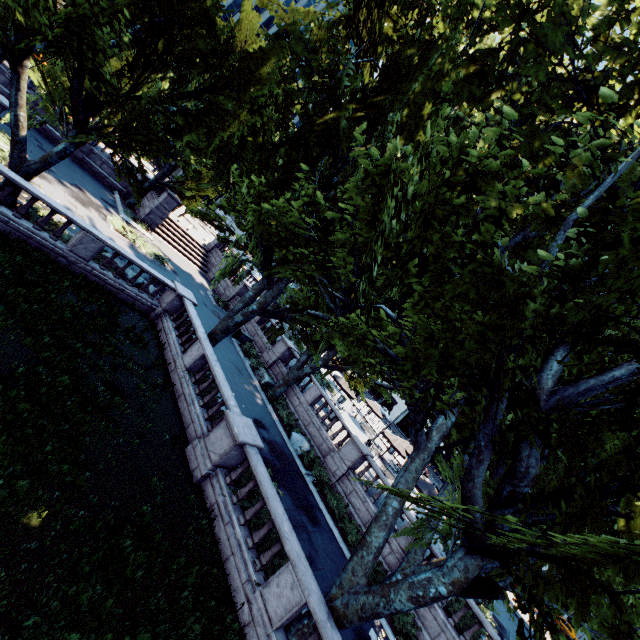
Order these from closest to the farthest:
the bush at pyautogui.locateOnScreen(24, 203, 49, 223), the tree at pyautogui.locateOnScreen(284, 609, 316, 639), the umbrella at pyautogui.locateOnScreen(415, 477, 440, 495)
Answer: the tree at pyautogui.locateOnScreen(284, 609, 316, 639)
the bush at pyautogui.locateOnScreen(24, 203, 49, 223)
the umbrella at pyautogui.locateOnScreen(415, 477, 440, 495)

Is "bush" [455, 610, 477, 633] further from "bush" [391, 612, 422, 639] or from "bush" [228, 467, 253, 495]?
"bush" [228, 467, 253, 495]

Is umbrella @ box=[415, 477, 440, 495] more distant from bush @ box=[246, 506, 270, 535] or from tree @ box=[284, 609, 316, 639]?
bush @ box=[246, 506, 270, 535]

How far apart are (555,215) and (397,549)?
16.19m

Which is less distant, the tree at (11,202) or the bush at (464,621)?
the tree at (11,202)

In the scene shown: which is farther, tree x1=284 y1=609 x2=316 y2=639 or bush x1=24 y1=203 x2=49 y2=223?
bush x1=24 y1=203 x2=49 y2=223

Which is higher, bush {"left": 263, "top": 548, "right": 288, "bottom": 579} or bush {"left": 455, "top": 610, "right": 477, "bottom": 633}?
bush {"left": 455, "top": 610, "right": 477, "bottom": 633}
